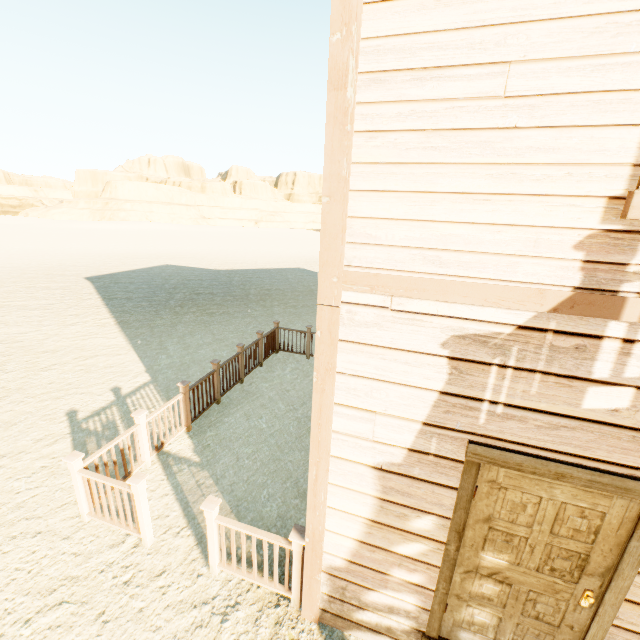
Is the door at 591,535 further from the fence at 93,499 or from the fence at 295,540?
the fence at 93,499

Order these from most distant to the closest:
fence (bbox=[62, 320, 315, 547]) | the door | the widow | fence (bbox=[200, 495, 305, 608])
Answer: fence (bbox=[62, 320, 315, 547]), fence (bbox=[200, 495, 305, 608]), the door, the widow

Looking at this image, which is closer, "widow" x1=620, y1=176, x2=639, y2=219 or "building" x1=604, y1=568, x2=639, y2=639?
"widow" x1=620, y1=176, x2=639, y2=219

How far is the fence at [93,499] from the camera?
3.9 meters

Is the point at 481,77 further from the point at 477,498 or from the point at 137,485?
the point at 137,485

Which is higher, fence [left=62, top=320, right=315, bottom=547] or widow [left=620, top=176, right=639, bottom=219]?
widow [left=620, top=176, right=639, bottom=219]

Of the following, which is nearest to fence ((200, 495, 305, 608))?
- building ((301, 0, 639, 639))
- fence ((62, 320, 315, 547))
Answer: building ((301, 0, 639, 639))

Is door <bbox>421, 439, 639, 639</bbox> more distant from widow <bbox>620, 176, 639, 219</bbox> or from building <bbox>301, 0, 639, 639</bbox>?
widow <bbox>620, 176, 639, 219</bbox>
